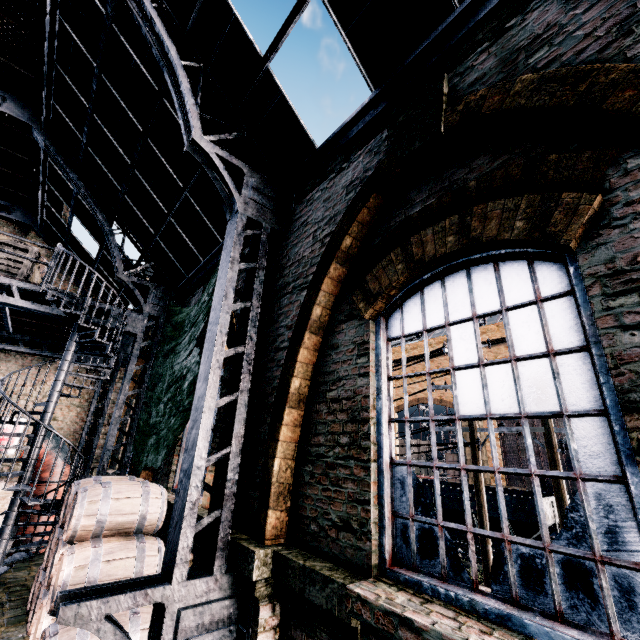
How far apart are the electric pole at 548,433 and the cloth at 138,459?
7.3 meters

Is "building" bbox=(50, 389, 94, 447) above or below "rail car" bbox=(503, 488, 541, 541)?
above

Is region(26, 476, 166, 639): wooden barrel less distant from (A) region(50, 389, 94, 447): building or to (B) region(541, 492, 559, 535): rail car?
(A) region(50, 389, 94, 447): building

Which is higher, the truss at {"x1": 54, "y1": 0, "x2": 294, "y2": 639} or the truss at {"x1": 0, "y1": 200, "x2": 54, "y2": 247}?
the truss at {"x1": 0, "y1": 200, "x2": 54, "y2": 247}

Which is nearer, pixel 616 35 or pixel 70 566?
pixel 616 35

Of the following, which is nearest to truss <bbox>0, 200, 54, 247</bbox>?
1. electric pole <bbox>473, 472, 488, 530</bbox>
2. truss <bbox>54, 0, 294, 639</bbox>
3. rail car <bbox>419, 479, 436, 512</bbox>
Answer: truss <bbox>54, 0, 294, 639</bbox>

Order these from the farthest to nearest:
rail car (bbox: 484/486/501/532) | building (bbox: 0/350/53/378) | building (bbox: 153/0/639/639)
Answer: rail car (bbox: 484/486/501/532)
building (bbox: 0/350/53/378)
building (bbox: 153/0/639/639)

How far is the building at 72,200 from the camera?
10.4 meters
